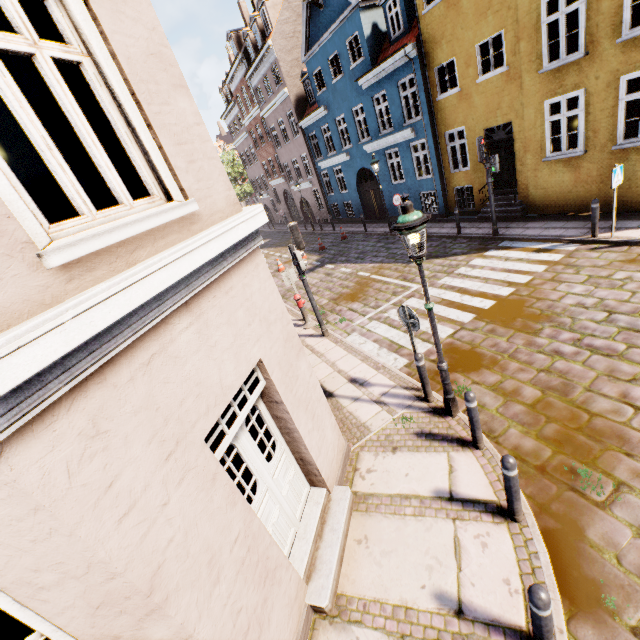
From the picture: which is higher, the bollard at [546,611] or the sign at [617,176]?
the sign at [617,176]

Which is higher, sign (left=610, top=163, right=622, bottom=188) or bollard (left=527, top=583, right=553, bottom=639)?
sign (left=610, top=163, right=622, bottom=188)

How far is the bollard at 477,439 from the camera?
4.6 meters

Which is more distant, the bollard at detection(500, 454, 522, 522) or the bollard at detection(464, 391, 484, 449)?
the bollard at detection(464, 391, 484, 449)

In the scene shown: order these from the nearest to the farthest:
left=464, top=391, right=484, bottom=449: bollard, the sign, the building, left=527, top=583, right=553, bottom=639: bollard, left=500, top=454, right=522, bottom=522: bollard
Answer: the building → left=527, top=583, right=553, bottom=639: bollard → left=500, top=454, right=522, bottom=522: bollard → left=464, top=391, right=484, bottom=449: bollard → the sign

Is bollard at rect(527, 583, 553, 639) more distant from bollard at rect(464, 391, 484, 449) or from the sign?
the sign

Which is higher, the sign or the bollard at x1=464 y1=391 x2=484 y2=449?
the sign

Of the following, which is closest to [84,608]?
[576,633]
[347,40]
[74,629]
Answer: [74,629]
